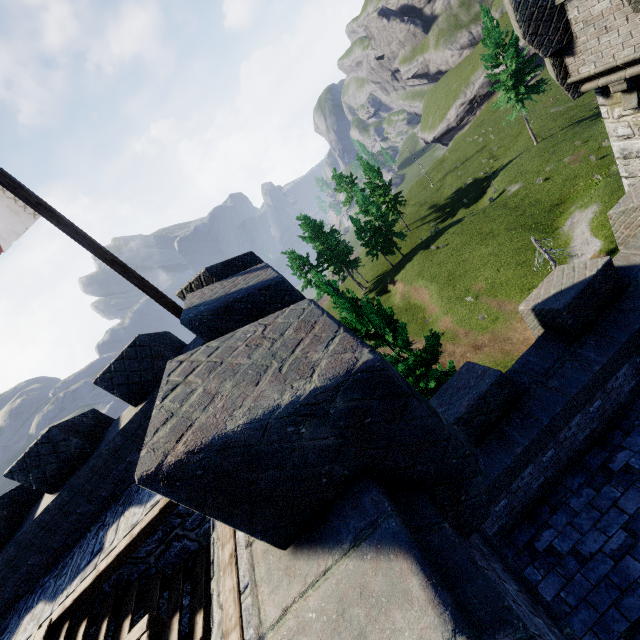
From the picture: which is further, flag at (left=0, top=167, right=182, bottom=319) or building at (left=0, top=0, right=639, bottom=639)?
flag at (left=0, top=167, right=182, bottom=319)

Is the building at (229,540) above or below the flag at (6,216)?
below

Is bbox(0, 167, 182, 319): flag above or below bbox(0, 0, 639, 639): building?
above

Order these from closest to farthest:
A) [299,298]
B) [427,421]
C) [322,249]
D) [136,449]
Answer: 1. [427,421]
2. [299,298]
3. [136,449]
4. [322,249]

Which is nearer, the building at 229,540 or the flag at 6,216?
the building at 229,540
